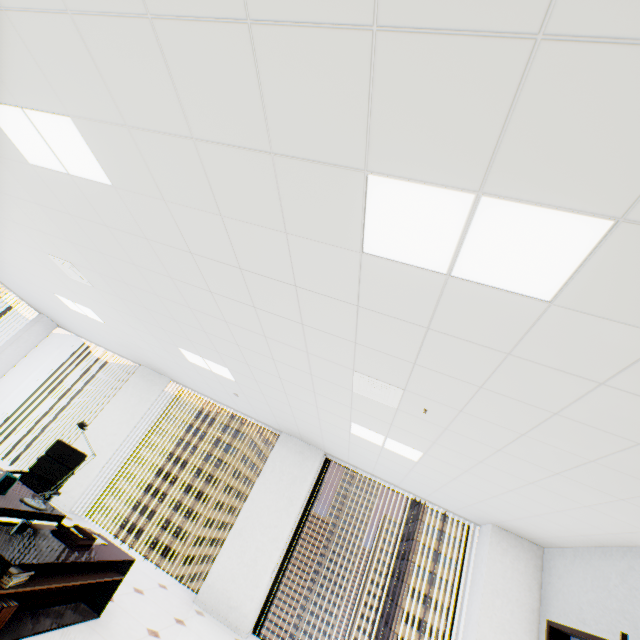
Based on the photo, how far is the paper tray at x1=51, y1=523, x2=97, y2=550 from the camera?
3.1m

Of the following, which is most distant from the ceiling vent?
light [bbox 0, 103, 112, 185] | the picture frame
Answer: the picture frame

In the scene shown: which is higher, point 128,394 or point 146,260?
point 146,260

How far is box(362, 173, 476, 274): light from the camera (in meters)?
1.42

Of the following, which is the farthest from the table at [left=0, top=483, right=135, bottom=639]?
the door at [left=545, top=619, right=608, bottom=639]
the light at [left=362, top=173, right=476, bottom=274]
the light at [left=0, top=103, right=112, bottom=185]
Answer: the door at [left=545, top=619, right=608, bottom=639]

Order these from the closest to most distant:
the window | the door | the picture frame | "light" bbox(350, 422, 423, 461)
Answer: the picture frame
the door
"light" bbox(350, 422, 423, 461)
the window

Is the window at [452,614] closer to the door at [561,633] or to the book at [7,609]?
the door at [561,633]

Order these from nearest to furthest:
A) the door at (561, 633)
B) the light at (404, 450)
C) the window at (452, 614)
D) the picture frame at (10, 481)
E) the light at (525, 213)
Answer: the light at (525, 213)
the picture frame at (10, 481)
the door at (561, 633)
the light at (404, 450)
the window at (452, 614)
